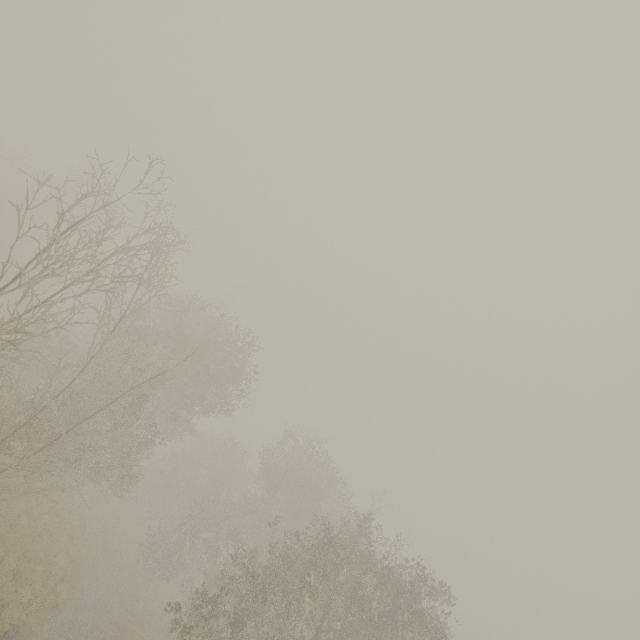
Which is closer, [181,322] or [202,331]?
[202,331]
